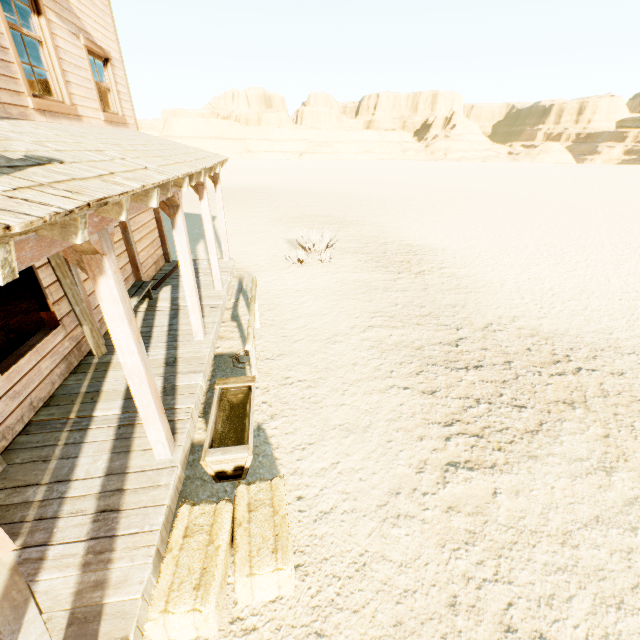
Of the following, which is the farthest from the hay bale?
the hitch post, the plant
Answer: the plant

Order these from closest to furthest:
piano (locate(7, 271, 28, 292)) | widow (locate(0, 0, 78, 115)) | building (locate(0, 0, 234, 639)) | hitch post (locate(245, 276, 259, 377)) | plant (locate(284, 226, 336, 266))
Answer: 1. building (locate(0, 0, 234, 639))
2. widow (locate(0, 0, 78, 115))
3. hitch post (locate(245, 276, 259, 377))
4. piano (locate(7, 271, 28, 292))
5. plant (locate(284, 226, 336, 266))

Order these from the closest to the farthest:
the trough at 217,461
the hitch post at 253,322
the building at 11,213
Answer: the building at 11,213
the trough at 217,461
the hitch post at 253,322

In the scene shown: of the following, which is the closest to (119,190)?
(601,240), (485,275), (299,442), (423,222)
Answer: (299,442)

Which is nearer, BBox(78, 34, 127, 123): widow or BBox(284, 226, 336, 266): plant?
BBox(78, 34, 127, 123): widow

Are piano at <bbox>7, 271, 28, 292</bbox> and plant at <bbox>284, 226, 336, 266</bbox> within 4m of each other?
no

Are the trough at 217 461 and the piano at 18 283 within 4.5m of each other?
no

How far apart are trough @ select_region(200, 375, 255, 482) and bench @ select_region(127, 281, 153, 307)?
2.6 meters
